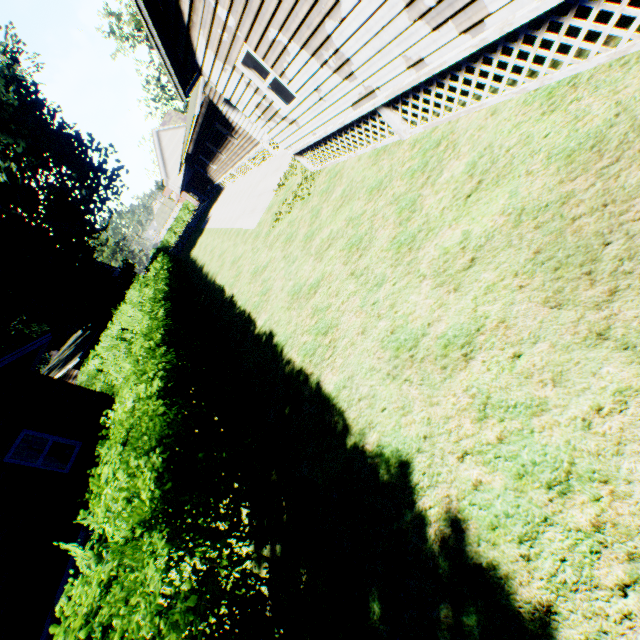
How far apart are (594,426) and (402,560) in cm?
205

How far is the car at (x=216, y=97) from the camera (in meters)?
15.56

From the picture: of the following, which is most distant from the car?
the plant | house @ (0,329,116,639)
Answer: the plant

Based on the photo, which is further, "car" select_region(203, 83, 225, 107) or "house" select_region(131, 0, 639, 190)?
"car" select_region(203, 83, 225, 107)

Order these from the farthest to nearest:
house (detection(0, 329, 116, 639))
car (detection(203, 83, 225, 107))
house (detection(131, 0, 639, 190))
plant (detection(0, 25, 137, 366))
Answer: plant (detection(0, 25, 137, 366)) < car (detection(203, 83, 225, 107)) < house (detection(0, 329, 116, 639)) < house (detection(131, 0, 639, 190))

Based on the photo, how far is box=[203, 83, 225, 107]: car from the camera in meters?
15.6 m

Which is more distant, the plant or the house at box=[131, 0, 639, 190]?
the plant

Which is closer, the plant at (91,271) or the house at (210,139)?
the house at (210,139)
